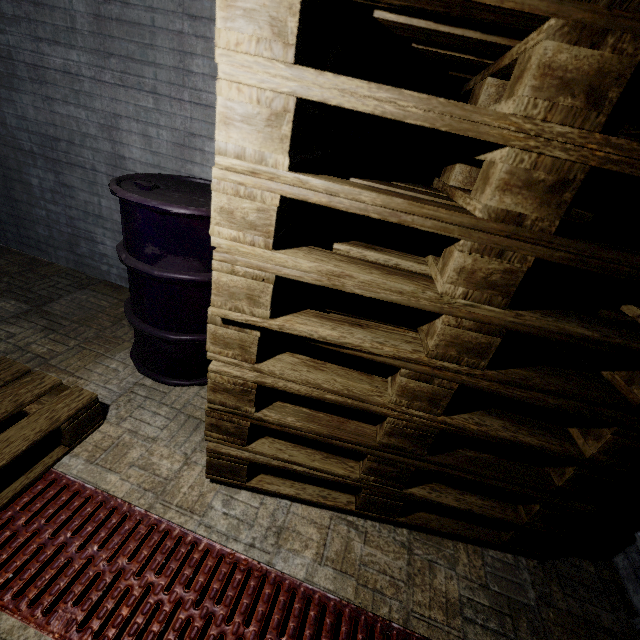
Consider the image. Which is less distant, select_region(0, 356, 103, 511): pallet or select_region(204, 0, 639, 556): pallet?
select_region(204, 0, 639, 556): pallet

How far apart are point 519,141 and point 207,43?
1.9m

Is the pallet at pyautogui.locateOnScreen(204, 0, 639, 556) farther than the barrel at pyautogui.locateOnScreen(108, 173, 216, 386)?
No

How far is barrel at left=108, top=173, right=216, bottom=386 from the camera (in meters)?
1.44

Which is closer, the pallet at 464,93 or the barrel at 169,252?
the pallet at 464,93

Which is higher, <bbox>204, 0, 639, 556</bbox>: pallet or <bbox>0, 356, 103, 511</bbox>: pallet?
<bbox>204, 0, 639, 556</bbox>: pallet

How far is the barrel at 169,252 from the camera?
1.44m
